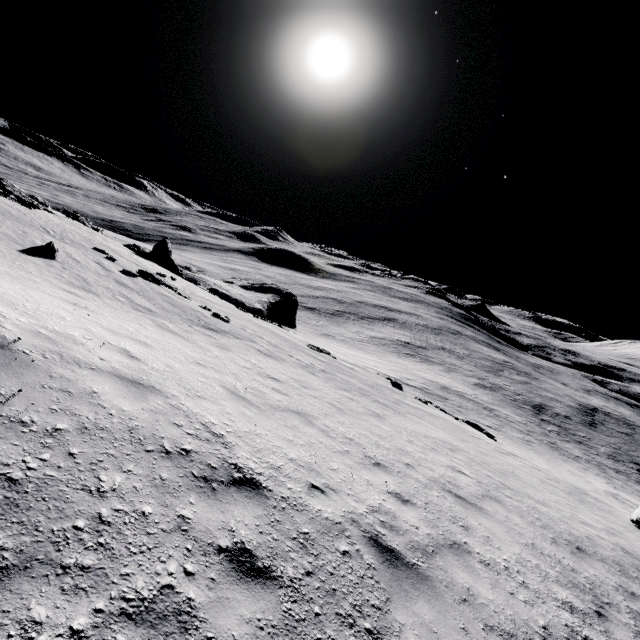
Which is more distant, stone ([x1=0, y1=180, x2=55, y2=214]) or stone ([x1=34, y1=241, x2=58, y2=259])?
stone ([x1=0, y1=180, x2=55, y2=214])

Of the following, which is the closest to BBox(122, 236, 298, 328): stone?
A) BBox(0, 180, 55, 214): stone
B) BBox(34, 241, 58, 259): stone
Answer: BBox(0, 180, 55, 214): stone

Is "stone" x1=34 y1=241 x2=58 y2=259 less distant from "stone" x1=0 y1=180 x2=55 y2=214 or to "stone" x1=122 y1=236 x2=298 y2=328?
"stone" x1=0 y1=180 x2=55 y2=214

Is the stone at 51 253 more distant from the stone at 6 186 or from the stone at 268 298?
the stone at 268 298

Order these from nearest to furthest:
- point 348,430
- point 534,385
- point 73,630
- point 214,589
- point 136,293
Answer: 1. point 73,630
2. point 214,589
3. point 348,430
4. point 136,293
5. point 534,385

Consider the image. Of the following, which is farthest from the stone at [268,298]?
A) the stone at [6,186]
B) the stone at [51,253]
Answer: the stone at [51,253]
